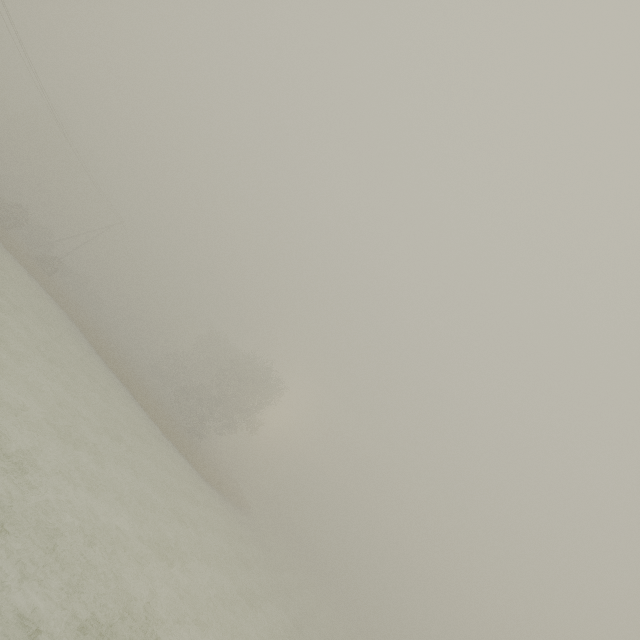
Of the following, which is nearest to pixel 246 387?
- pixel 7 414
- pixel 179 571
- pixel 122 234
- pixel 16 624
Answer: pixel 179 571

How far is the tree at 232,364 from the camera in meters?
39.9 m

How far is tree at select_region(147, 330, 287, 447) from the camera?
39.94m
